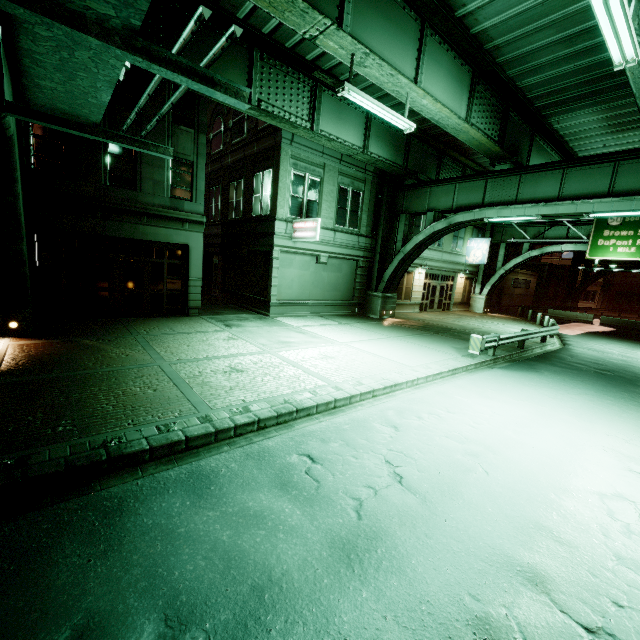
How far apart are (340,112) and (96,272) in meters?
14.0

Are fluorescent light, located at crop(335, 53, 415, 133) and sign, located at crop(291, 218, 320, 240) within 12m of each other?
yes

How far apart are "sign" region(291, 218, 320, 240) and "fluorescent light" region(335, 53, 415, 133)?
5.8 meters

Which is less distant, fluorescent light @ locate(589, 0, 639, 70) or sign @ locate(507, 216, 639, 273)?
fluorescent light @ locate(589, 0, 639, 70)

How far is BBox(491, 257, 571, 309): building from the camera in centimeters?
3806cm

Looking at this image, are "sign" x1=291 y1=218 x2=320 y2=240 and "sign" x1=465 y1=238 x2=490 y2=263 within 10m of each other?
no

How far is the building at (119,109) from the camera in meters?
12.7 m

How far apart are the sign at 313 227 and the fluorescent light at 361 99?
5.78m
